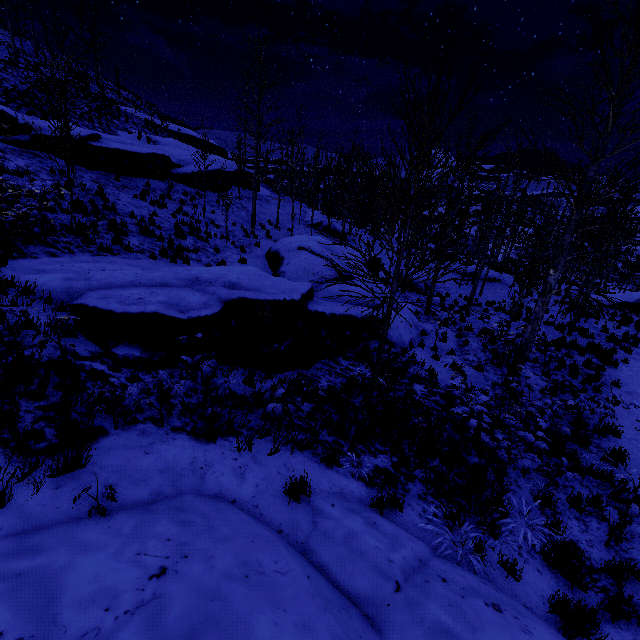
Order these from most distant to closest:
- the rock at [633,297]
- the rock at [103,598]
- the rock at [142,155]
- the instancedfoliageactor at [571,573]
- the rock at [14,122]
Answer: the rock at [633,297], the rock at [142,155], the rock at [14,122], the instancedfoliageactor at [571,573], the rock at [103,598]

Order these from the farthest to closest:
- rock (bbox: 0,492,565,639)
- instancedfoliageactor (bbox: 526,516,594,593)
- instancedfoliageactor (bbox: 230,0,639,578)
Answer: instancedfoliageactor (bbox: 230,0,639,578) < instancedfoliageactor (bbox: 526,516,594,593) < rock (bbox: 0,492,565,639)

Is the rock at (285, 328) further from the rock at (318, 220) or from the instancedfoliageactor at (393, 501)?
the rock at (318, 220)

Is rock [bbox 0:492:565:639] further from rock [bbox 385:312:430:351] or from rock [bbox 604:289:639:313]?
rock [bbox 604:289:639:313]

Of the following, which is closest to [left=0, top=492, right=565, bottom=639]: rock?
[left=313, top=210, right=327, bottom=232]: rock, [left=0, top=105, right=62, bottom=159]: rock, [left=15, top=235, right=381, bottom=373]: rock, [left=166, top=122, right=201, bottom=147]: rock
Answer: [left=15, top=235, right=381, bottom=373]: rock

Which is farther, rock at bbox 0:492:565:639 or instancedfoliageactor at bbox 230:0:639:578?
instancedfoliageactor at bbox 230:0:639:578

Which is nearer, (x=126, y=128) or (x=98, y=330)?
(x=98, y=330)

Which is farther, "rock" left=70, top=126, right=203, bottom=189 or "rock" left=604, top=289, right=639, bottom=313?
"rock" left=604, top=289, right=639, bottom=313
